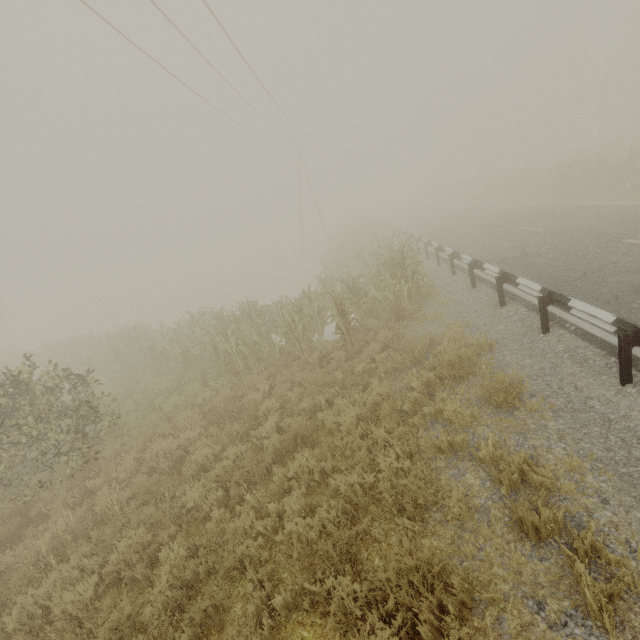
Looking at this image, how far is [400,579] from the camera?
3.2m

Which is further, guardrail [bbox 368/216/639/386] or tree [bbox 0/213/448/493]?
tree [bbox 0/213/448/493]

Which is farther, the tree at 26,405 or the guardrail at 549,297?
the tree at 26,405
